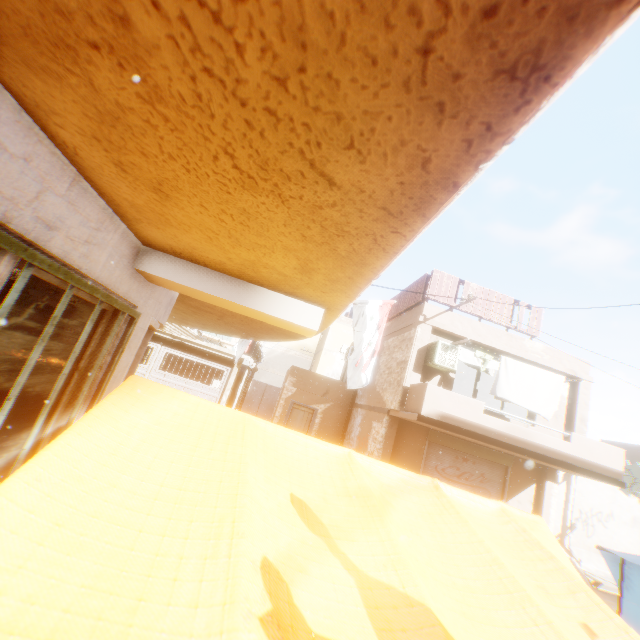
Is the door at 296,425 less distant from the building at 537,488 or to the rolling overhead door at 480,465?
the building at 537,488

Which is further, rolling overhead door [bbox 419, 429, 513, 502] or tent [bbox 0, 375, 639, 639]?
rolling overhead door [bbox 419, 429, 513, 502]

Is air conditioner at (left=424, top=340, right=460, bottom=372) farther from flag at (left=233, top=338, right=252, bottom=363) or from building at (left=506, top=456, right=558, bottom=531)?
flag at (left=233, top=338, right=252, bottom=363)

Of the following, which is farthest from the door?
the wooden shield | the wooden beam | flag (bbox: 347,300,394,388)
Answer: the wooden shield

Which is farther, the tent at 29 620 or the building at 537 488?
the building at 537 488

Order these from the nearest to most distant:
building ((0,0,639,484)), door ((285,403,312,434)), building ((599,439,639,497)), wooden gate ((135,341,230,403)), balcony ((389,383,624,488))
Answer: building ((0,0,639,484))
balcony ((389,383,624,488))
wooden gate ((135,341,230,403))
door ((285,403,312,434))
building ((599,439,639,497))

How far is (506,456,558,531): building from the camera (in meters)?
11.53

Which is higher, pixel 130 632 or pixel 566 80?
pixel 566 80
